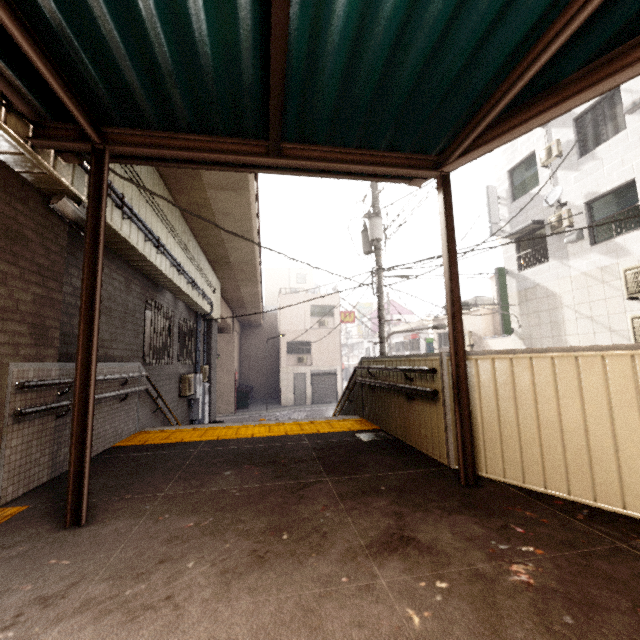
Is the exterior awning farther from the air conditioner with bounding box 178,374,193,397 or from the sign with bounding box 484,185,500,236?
the sign with bounding box 484,185,500,236

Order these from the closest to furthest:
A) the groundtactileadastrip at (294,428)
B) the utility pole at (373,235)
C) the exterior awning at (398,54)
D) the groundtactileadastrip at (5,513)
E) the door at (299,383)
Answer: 1. the exterior awning at (398,54)
2. the groundtactileadastrip at (5,513)
3. the groundtactileadastrip at (294,428)
4. the utility pole at (373,235)
5. the door at (299,383)

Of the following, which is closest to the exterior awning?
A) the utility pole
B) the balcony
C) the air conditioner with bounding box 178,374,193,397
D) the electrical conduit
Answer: the electrical conduit

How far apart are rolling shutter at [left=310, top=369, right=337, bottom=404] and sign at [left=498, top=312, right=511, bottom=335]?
14.4m

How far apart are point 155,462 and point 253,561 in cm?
254

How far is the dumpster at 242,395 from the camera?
23.7 meters

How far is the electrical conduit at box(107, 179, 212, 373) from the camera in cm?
423

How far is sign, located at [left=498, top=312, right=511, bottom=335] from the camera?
13.34m
